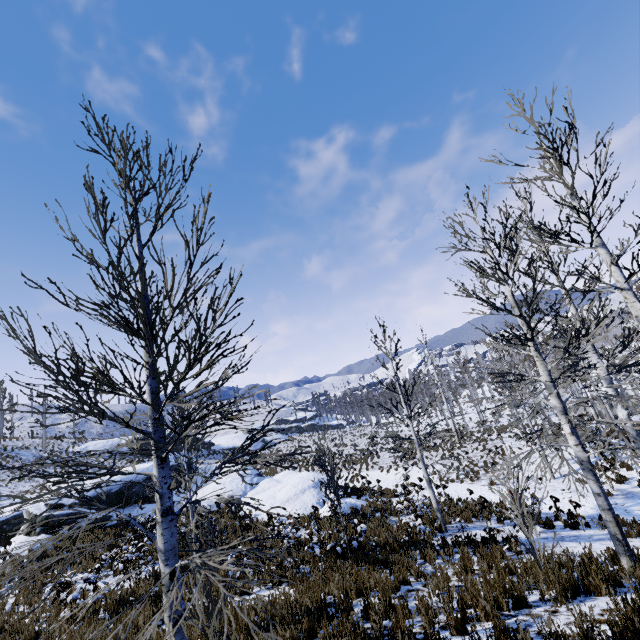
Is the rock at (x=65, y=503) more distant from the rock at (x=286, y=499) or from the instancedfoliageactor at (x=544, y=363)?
the instancedfoliageactor at (x=544, y=363)

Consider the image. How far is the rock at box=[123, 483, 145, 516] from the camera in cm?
1922

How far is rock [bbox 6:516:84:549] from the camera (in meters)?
16.31

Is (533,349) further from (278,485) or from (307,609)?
(278,485)

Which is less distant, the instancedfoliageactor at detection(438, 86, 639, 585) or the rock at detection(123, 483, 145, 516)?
the instancedfoliageactor at detection(438, 86, 639, 585)

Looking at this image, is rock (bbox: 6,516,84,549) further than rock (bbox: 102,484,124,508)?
No

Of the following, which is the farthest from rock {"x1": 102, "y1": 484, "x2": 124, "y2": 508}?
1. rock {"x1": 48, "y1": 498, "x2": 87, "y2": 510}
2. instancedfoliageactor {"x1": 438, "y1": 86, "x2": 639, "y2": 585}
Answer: instancedfoliageactor {"x1": 438, "y1": 86, "x2": 639, "y2": 585}

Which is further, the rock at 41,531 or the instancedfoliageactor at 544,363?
the rock at 41,531
